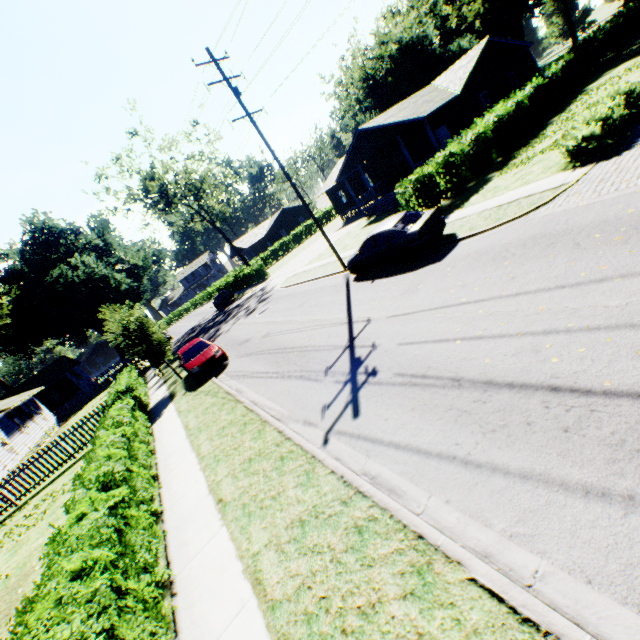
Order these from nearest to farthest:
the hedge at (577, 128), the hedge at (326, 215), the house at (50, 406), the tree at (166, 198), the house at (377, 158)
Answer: the hedge at (577, 128), the house at (377, 158), the house at (50, 406), the tree at (166, 198), the hedge at (326, 215)

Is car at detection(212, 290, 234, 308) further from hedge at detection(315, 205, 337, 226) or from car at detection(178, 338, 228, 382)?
car at detection(178, 338, 228, 382)

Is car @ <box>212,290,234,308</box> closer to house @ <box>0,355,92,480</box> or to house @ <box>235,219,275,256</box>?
house @ <box>235,219,275,256</box>

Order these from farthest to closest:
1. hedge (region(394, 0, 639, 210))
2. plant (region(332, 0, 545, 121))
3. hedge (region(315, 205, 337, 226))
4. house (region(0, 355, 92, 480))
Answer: hedge (region(315, 205, 337, 226)) → plant (region(332, 0, 545, 121)) → house (region(0, 355, 92, 480)) → hedge (region(394, 0, 639, 210))

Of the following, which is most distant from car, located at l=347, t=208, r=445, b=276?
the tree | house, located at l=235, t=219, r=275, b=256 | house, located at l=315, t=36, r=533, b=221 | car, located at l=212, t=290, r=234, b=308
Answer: house, located at l=235, t=219, r=275, b=256

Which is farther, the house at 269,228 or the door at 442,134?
the house at 269,228

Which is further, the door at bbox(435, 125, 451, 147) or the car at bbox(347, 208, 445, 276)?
the door at bbox(435, 125, 451, 147)

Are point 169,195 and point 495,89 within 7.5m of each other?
no
